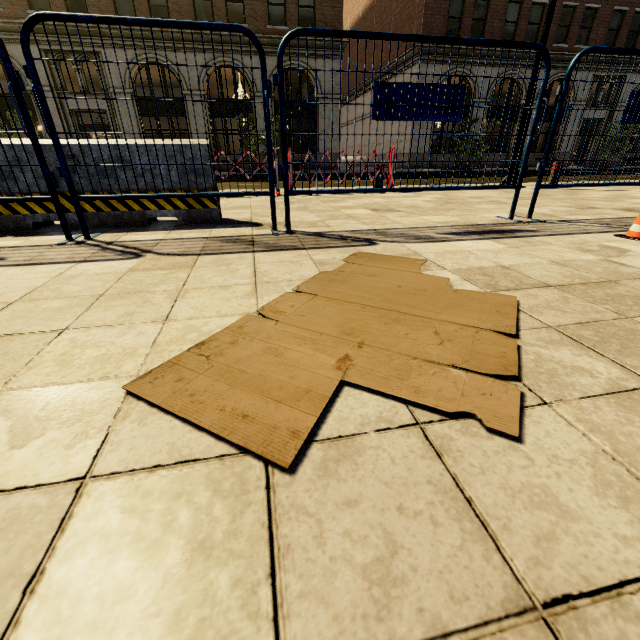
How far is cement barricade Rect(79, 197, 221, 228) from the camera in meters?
3.5

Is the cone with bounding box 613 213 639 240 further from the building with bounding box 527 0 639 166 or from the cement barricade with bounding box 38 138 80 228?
the building with bounding box 527 0 639 166

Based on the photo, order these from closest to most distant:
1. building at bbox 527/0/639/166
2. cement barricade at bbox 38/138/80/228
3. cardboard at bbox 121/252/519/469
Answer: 1. cardboard at bbox 121/252/519/469
2. cement barricade at bbox 38/138/80/228
3. building at bbox 527/0/639/166

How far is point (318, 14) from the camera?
18.5 meters

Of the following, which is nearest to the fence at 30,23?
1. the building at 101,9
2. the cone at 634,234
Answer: the cone at 634,234

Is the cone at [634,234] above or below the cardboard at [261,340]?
above

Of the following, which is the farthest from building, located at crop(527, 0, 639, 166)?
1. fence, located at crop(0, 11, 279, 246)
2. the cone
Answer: the cone

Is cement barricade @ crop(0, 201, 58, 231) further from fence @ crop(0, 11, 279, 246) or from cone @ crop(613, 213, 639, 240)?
cone @ crop(613, 213, 639, 240)
